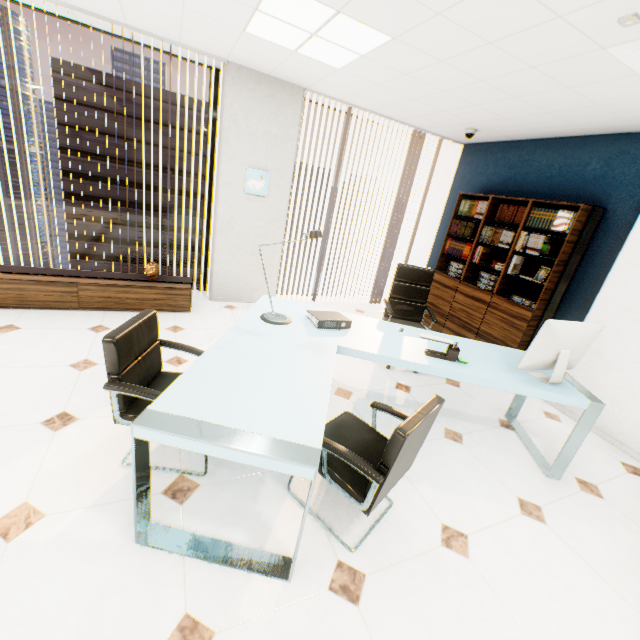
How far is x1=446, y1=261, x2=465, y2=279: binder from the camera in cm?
495

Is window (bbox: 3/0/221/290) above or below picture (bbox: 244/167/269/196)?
above

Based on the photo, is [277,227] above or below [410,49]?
below

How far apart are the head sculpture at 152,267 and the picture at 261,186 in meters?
1.5 m

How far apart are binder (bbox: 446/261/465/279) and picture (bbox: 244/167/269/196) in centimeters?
306cm

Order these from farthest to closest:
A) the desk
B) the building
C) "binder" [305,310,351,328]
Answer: the building → "binder" [305,310,351,328] → the desk

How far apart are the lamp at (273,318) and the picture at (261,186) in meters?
2.4

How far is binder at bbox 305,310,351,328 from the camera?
2.66m
